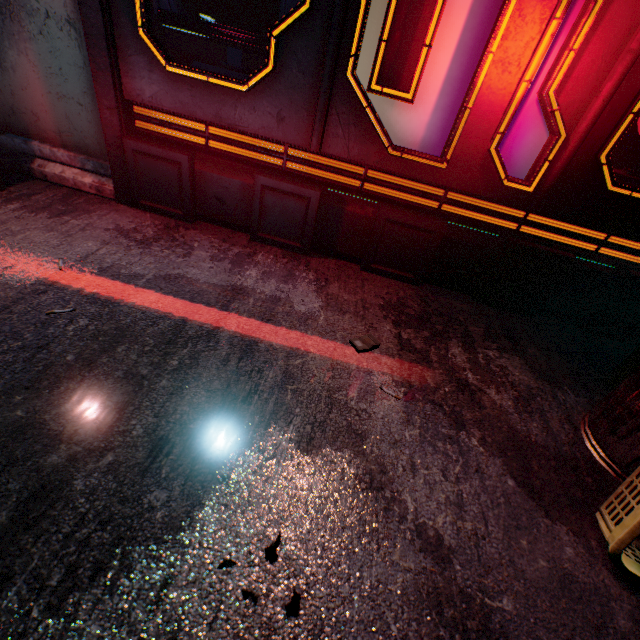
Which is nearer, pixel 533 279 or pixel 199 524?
pixel 199 524

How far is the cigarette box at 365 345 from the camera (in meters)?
1.44

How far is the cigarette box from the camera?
1.44m

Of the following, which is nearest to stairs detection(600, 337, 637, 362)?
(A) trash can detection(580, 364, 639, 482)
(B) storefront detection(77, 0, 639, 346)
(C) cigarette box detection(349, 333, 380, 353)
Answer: (B) storefront detection(77, 0, 639, 346)

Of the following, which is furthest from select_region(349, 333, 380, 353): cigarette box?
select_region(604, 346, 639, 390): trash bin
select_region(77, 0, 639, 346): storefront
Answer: select_region(604, 346, 639, 390): trash bin

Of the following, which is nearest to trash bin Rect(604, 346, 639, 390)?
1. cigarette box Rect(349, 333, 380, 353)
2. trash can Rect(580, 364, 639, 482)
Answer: trash can Rect(580, 364, 639, 482)

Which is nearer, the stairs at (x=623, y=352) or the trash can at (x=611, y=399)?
the trash can at (x=611, y=399)

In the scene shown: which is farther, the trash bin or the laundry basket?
the trash bin
